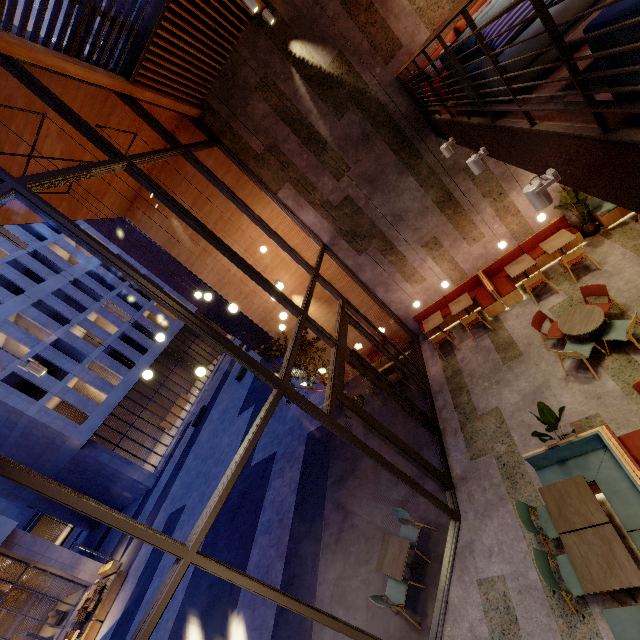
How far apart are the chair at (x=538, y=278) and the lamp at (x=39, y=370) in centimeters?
1010cm

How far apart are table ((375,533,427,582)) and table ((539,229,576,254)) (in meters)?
7.45

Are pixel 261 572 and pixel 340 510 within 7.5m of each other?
yes

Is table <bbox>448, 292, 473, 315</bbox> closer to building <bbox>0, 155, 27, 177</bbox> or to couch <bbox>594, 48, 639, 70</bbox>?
building <bbox>0, 155, 27, 177</bbox>

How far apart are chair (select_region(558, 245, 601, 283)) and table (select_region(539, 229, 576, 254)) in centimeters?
32cm

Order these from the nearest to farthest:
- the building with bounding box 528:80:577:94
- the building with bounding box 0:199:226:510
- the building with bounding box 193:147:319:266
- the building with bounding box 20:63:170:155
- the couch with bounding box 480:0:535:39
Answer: the building with bounding box 528:80:577:94 → the couch with bounding box 480:0:535:39 → the building with bounding box 20:63:170:155 → the building with bounding box 193:147:319:266 → the building with bounding box 0:199:226:510

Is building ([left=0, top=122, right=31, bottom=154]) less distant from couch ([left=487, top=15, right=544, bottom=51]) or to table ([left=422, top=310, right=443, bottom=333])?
couch ([left=487, top=15, right=544, bottom=51])

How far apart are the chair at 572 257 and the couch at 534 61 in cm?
466
